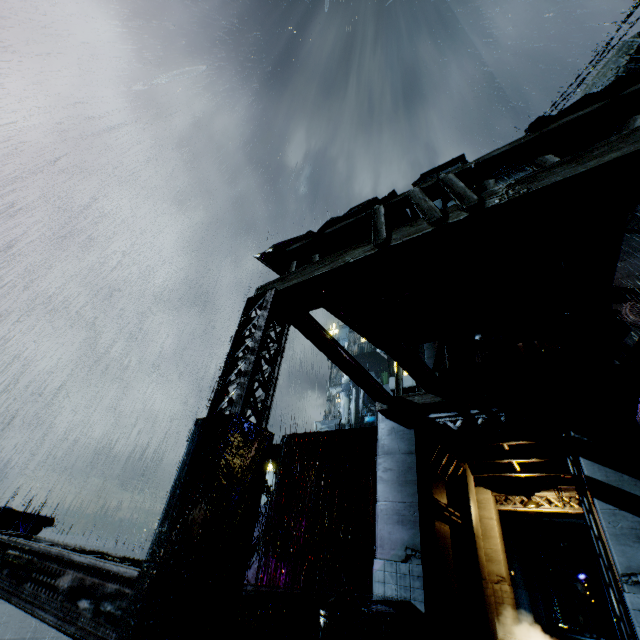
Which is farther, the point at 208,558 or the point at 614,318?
the point at 614,318

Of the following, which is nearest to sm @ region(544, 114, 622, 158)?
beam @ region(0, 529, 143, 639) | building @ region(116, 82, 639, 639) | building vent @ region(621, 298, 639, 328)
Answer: building @ region(116, 82, 639, 639)

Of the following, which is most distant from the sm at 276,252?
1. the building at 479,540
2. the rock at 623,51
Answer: the rock at 623,51

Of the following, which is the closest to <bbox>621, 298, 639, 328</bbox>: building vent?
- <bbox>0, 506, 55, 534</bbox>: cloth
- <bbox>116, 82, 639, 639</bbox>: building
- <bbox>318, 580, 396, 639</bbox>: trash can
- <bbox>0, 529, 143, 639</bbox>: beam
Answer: <bbox>116, 82, 639, 639</bbox>: building

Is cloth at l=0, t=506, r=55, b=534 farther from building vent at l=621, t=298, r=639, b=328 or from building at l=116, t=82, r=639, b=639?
building vent at l=621, t=298, r=639, b=328

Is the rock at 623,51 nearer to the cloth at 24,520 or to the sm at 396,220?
the sm at 396,220

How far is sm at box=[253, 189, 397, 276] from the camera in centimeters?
596cm
